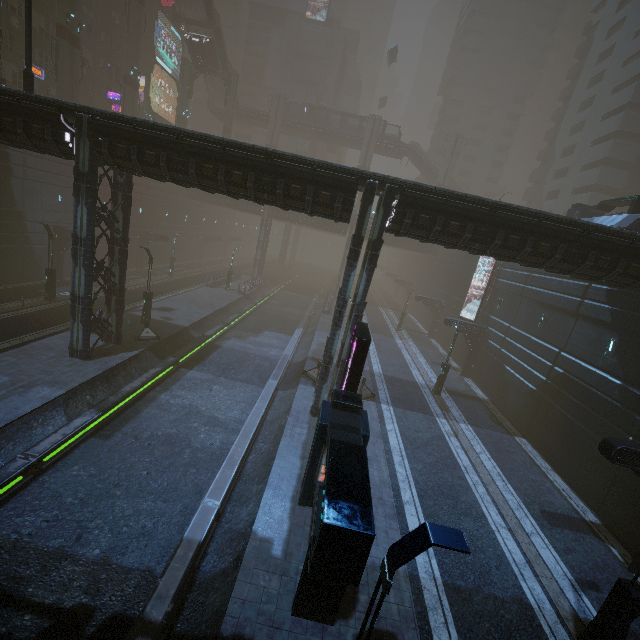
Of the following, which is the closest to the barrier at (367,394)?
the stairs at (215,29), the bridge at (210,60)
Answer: the stairs at (215,29)

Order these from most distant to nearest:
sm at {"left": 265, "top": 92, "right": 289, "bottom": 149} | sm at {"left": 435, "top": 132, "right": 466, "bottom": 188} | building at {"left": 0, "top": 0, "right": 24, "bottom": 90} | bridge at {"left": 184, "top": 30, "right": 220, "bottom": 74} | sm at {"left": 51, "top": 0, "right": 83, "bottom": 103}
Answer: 1. sm at {"left": 265, "top": 92, "right": 289, "bottom": 149}
2. sm at {"left": 435, "top": 132, "right": 466, "bottom": 188}
3. bridge at {"left": 184, "top": 30, "right": 220, "bottom": 74}
4. building at {"left": 0, "top": 0, "right": 24, "bottom": 90}
5. sm at {"left": 51, "top": 0, "right": 83, "bottom": 103}

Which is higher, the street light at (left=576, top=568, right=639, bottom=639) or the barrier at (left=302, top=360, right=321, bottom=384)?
the street light at (left=576, top=568, right=639, bottom=639)

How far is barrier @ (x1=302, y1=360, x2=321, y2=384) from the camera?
21.11m

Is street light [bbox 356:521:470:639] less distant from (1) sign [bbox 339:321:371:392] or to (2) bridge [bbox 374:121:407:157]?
(1) sign [bbox 339:321:371:392]

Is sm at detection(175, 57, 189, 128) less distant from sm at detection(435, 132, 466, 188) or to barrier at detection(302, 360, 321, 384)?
sm at detection(435, 132, 466, 188)

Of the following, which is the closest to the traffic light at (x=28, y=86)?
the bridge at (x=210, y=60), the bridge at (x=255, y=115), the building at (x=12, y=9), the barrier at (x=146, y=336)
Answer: the building at (x=12, y=9)

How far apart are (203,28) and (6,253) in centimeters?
4044cm
